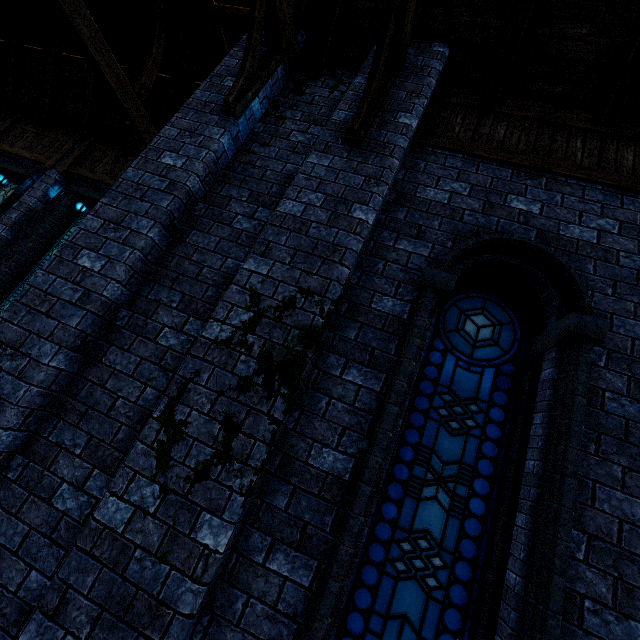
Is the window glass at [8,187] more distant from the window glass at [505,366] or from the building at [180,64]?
the window glass at [505,366]

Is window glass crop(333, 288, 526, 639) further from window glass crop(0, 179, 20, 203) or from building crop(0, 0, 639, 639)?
window glass crop(0, 179, 20, 203)

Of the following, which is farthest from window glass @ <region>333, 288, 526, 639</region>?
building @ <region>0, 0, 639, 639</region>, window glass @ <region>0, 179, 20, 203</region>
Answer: window glass @ <region>0, 179, 20, 203</region>

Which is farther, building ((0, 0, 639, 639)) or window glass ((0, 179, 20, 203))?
window glass ((0, 179, 20, 203))

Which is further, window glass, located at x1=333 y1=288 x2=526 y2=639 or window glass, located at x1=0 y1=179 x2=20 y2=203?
window glass, located at x1=0 y1=179 x2=20 y2=203

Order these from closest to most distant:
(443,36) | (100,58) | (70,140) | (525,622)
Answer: (525,622)
(443,36)
(100,58)
(70,140)

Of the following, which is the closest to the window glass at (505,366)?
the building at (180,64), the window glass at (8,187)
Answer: the building at (180,64)
